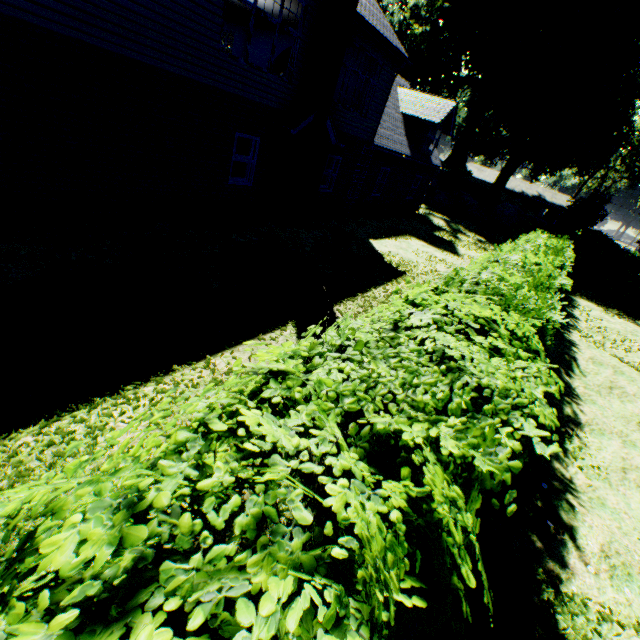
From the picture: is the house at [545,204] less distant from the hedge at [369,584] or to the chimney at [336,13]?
the hedge at [369,584]

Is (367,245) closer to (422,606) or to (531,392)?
(531,392)

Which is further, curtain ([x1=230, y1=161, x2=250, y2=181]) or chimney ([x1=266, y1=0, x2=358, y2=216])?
curtain ([x1=230, y1=161, x2=250, y2=181])

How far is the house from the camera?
58.5m

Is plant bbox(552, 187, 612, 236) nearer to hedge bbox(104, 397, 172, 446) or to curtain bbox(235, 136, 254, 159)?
hedge bbox(104, 397, 172, 446)

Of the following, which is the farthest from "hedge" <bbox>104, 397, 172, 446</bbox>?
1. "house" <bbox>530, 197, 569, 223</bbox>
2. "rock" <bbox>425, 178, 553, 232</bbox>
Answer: "house" <bbox>530, 197, 569, 223</bbox>

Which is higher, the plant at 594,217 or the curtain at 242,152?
the plant at 594,217

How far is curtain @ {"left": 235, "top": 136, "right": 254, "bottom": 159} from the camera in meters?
10.7 m
